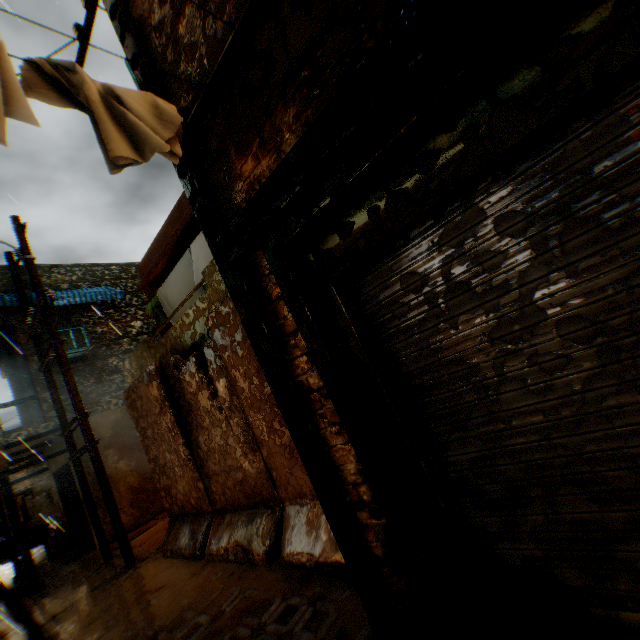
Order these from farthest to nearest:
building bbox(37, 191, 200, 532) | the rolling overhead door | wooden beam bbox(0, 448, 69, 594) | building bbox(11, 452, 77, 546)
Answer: building bbox(11, 452, 77, 546) < building bbox(37, 191, 200, 532) < wooden beam bbox(0, 448, 69, 594) < the rolling overhead door

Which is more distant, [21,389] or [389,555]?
[21,389]

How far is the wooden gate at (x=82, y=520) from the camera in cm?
1067

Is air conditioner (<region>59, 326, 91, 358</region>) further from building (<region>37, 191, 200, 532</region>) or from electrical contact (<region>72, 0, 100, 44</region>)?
electrical contact (<region>72, 0, 100, 44</region>)

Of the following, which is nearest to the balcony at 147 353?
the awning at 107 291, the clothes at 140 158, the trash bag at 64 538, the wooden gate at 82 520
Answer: the clothes at 140 158

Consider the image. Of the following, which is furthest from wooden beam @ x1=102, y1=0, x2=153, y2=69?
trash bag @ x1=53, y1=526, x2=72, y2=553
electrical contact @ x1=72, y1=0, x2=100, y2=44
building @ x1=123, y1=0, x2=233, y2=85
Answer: trash bag @ x1=53, y1=526, x2=72, y2=553

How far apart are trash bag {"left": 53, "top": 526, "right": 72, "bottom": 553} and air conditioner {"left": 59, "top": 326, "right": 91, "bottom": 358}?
6.9 meters

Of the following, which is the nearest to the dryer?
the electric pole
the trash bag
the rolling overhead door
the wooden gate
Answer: the rolling overhead door
